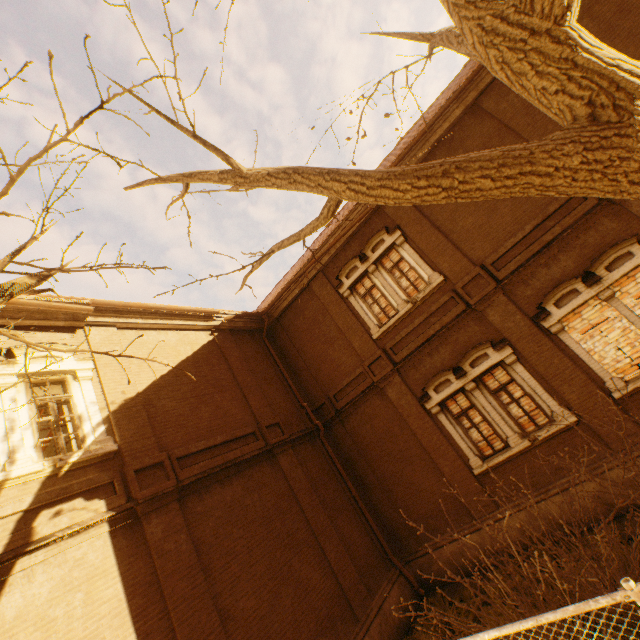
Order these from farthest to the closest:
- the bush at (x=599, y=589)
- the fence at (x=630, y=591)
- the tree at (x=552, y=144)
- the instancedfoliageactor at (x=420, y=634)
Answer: the instancedfoliageactor at (x=420, y=634), the bush at (x=599, y=589), the tree at (x=552, y=144), the fence at (x=630, y=591)

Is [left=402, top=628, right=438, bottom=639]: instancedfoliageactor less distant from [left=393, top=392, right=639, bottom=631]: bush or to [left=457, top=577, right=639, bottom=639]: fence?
[left=393, top=392, right=639, bottom=631]: bush

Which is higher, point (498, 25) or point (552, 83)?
point (498, 25)

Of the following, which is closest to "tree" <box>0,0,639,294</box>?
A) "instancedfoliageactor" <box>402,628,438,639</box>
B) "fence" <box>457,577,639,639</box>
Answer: "fence" <box>457,577,639,639</box>

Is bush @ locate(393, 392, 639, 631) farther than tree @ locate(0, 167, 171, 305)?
Yes

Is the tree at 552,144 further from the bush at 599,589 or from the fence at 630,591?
the bush at 599,589

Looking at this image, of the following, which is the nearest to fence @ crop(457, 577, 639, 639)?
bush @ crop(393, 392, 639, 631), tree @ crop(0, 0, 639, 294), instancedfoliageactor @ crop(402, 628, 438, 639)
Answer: tree @ crop(0, 0, 639, 294)

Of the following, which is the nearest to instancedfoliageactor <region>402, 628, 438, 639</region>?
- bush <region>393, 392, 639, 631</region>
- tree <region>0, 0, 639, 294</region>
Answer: bush <region>393, 392, 639, 631</region>
